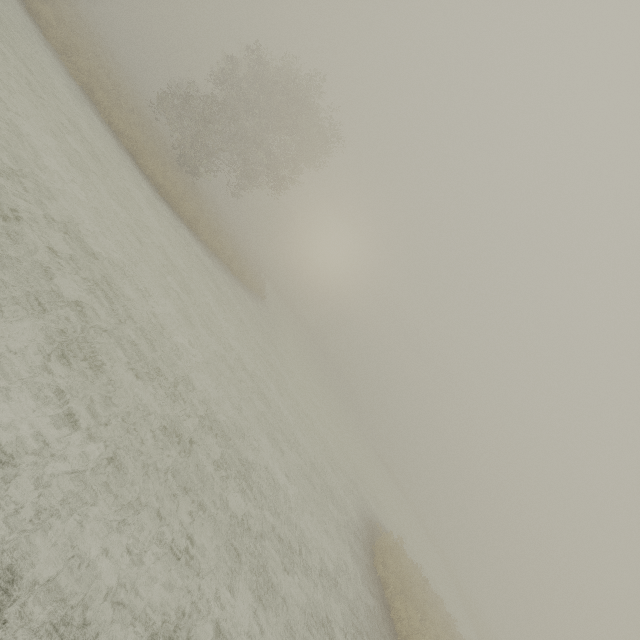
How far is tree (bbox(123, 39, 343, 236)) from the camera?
23.6 meters

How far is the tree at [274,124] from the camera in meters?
23.6 m

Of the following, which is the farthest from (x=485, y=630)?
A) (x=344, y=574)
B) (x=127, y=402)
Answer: (x=127, y=402)
